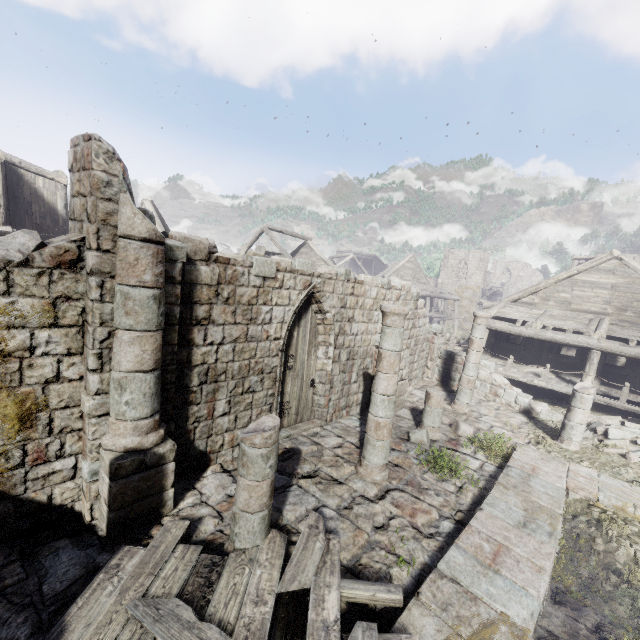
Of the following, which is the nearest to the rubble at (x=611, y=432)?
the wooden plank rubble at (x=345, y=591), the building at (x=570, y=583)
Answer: the building at (x=570, y=583)

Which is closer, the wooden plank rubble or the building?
the wooden plank rubble

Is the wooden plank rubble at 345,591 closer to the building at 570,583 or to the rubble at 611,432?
the building at 570,583

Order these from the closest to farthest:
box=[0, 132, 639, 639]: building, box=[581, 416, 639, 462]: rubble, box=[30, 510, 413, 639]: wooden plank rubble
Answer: box=[30, 510, 413, 639]: wooden plank rubble → box=[0, 132, 639, 639]: building → box=[581, 416, 639, 462]: rubble

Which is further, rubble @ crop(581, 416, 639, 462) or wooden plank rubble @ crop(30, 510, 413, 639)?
rubble @ crop(581, 416, 639, 462)

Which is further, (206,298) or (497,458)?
(497,458)

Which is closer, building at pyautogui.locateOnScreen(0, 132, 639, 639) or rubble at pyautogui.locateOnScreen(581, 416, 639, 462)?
building at pyautogui.locateOnScreen(0, 132, 639, 639)

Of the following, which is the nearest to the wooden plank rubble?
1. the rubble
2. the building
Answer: the building
